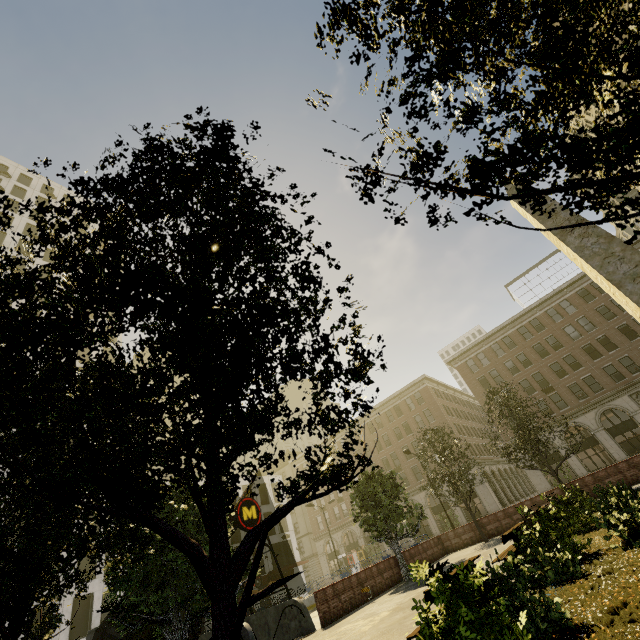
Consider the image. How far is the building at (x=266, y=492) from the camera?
47.0 meters

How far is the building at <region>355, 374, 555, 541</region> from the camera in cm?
4228

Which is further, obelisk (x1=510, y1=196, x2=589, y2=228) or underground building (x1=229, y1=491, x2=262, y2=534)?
underground building (x1=229, y1=491, x2=262, y2=534)

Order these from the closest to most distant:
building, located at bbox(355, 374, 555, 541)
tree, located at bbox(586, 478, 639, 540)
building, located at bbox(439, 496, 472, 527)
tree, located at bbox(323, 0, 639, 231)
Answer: tree, located at bbox(323, 0, 639, 231)
tree, located at bbox(586, 478, 639, 540)
building, located at bbox(439, 496, 472, 527)
building, located at bbox(355, 374, 555, 541)

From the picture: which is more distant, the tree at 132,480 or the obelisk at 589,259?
the obelisk at 589,259

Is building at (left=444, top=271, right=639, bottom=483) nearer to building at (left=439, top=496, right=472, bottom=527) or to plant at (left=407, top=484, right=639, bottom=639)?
building at (left=439, top=496, right=472, bottom=527)

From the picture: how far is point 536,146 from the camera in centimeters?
188cm

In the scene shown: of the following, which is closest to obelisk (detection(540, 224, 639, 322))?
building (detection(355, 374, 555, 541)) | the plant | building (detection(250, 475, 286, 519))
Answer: the plant
